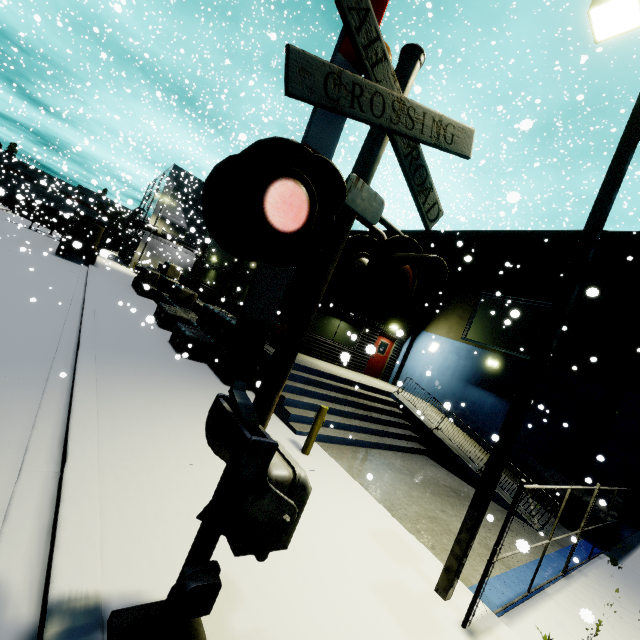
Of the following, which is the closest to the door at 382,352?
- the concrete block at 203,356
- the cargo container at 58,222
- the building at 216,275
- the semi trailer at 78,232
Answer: the building at 216,275

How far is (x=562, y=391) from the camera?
12.64m

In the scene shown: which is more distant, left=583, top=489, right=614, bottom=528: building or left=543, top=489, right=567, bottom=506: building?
left=543, top=489, right=567, bottom=506: building

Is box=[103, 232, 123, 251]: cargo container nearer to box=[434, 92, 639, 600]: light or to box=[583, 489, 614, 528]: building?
box=[583, 489, 614, 528]: building

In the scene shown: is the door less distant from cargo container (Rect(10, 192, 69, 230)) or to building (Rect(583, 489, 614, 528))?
building (Rect(583, 489, 614, 528))

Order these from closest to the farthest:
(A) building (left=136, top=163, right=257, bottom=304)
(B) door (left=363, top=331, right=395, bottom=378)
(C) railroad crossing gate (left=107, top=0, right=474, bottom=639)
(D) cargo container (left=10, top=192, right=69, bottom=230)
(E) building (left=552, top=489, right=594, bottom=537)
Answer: (C) railroad crossing gate (left=107, top=0, right=474, bottom=639) → (E) building (left=552, top=489, right=594, bottom=537) → (B) door (left=363, top=331, right=395, bottom=378) → (A) building (left=136, top=163, right=257, bottom=304) → (D) cargo container (left=10, top=192, right=69, bottom=230)

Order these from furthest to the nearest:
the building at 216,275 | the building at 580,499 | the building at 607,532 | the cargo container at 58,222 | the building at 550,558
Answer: the cargo container at 58,222 → the building at 216,275 → the building at 580,499 → the building at 607,532 → the building at 550,558
